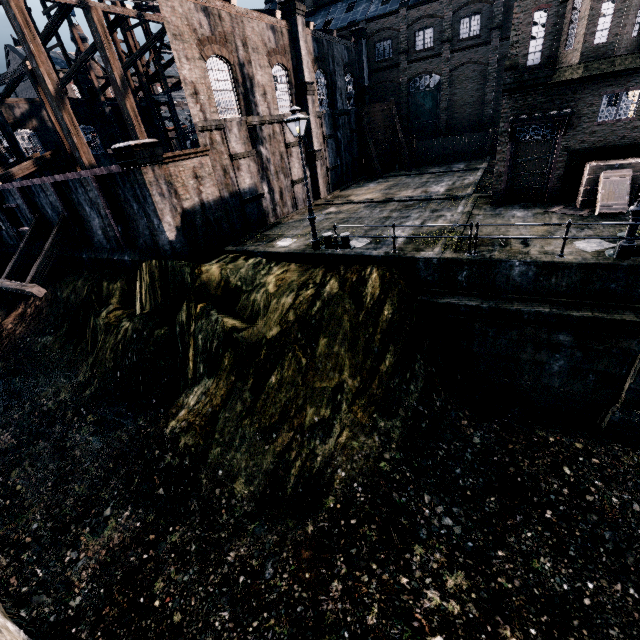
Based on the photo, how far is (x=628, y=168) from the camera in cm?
1436

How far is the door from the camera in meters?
36.2 m

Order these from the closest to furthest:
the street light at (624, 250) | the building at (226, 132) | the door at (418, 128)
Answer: the street light at (624, 250) → the building at (226, 132) → the door at (418, 128)

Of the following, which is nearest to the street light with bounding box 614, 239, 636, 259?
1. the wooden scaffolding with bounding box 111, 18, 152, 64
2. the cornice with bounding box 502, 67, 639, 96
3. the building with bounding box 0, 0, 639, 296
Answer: the building with bounding box 0, 0, 639, 296

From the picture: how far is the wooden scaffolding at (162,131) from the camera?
32.59m

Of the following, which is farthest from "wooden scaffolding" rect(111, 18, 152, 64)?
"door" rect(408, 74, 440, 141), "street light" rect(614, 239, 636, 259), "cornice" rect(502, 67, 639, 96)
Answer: "street light" rect(614, 239, 636, 259)

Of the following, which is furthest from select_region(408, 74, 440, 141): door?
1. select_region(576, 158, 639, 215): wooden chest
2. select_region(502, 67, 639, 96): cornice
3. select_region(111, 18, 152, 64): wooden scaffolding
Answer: select_region(576, 158, 639, 215): wooden chest
